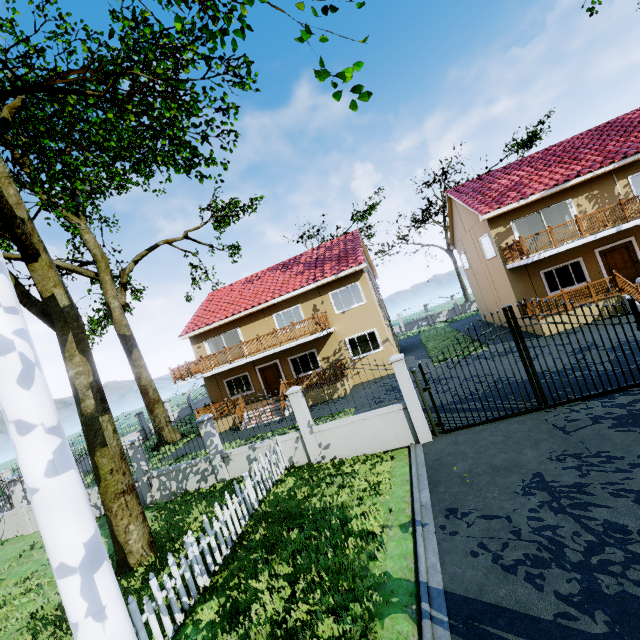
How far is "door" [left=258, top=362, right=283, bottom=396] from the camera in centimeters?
2111cm

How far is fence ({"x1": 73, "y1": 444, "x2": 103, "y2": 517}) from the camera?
12.1 meters

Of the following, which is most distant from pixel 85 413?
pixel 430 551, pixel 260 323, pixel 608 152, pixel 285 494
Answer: pixel 608 152

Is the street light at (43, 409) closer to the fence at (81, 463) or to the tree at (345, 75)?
the tree at (345, 75)

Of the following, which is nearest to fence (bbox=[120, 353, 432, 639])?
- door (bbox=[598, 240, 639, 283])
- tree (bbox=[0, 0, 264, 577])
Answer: tree (bbox=[0, 0, 264, 577])

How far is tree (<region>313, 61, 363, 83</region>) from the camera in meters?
3.3

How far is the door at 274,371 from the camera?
21.11m

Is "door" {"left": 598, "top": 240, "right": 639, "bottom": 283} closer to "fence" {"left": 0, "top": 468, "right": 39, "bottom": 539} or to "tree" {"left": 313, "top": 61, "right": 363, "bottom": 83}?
"fence" {"left": 0, "top": 468, "right": 39, "bottom": 539}
